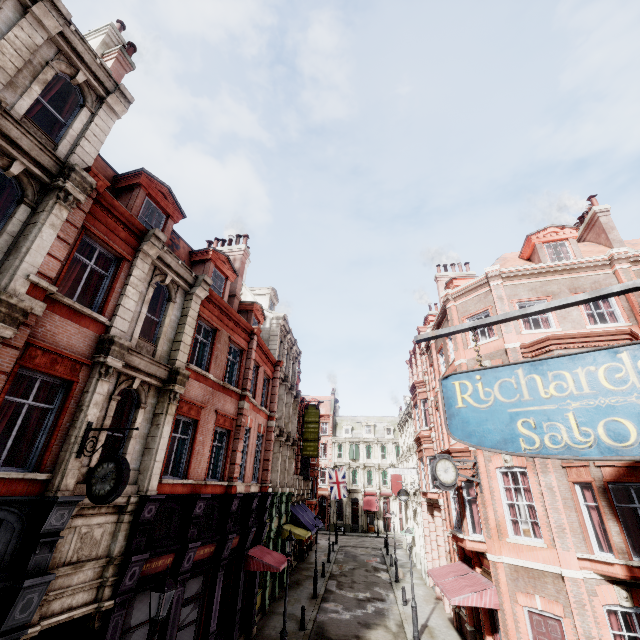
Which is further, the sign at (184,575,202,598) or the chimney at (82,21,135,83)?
the chimney at (82,21,135,83)

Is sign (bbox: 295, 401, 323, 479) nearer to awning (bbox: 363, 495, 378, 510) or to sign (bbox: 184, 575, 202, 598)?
sign (bbox: 184, 575, 202, 598)

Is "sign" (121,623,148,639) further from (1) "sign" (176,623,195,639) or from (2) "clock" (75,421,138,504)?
(2) "clock" (75,421,138,504)

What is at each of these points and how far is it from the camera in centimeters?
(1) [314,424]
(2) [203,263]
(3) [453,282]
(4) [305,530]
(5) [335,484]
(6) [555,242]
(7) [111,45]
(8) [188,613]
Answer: (1) sign, 2827cm
(2) roof window, 1608cm
(3) roof window, 2150cm
(4) awning, 2431cm
(5) flag, 3438cm
(6) roof window, 1770cm
(7) chimney, 1405cm
(8) sign, 1138cm

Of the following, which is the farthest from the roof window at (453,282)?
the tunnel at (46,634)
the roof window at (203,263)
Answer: the tunnel at (46,634)

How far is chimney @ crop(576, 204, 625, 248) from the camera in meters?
18.0 m

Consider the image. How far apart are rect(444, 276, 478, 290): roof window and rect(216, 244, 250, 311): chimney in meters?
13.4

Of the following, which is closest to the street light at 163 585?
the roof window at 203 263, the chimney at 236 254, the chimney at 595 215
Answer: the roof window at 203 263
